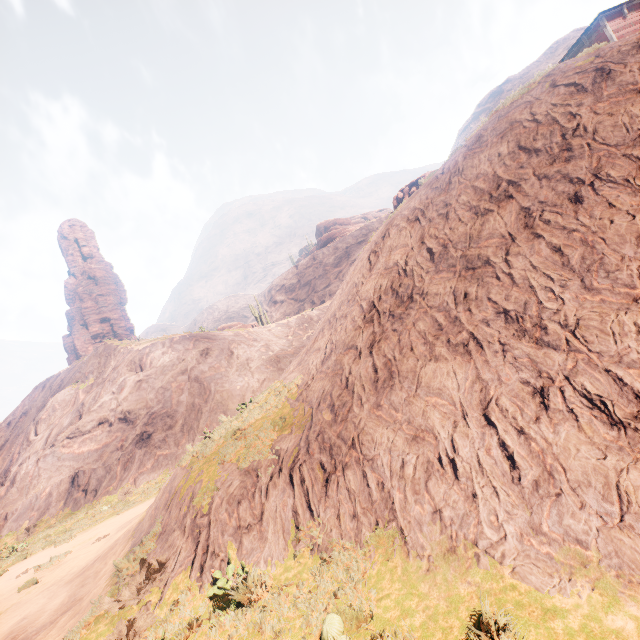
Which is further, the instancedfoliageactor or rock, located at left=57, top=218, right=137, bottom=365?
rock, located at left=57, top=218, right=137, bottom=365

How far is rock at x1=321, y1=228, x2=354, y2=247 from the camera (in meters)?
57.18

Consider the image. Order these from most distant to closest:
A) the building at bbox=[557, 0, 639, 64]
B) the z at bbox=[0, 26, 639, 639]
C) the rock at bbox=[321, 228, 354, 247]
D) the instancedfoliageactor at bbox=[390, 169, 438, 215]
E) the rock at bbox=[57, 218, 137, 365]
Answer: the rock at bbox=[321, 228, 354, 247] < the rock at bbox=[57, 218, 137, 365] < the building at bbox=[557, 0, 639, 64] < the instancedfoliageactor at bbox=[390, 169, 438, 215] < the z at bbox=[0, 26, 639, 639]

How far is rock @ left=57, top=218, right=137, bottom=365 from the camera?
54.2m

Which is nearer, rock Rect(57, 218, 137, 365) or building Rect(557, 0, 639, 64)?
building Rect(557, 0, 639, 64)

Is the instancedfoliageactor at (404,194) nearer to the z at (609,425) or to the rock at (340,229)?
the z at (609,425)

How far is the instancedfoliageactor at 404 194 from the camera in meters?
12.7

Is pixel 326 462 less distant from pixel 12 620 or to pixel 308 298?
pixel 12 620
